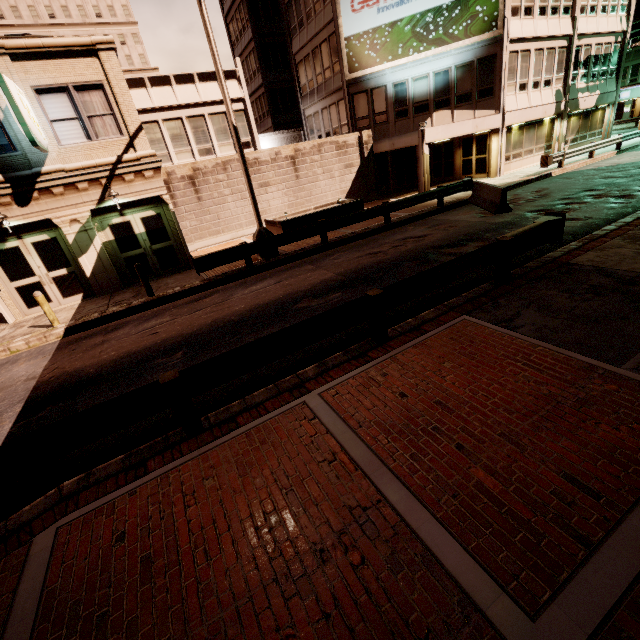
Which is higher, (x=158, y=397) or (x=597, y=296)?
(x=158, y=397)

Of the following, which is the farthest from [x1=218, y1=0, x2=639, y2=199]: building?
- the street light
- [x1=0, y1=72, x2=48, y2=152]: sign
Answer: the street light

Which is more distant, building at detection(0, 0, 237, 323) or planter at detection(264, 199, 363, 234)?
planter at detection(264, 199, 363, 234)

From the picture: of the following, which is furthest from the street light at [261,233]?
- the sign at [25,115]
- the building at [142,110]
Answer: the sign at [25,115]

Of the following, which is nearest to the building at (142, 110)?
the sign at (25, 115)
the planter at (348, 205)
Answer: the sign at (25, 115)

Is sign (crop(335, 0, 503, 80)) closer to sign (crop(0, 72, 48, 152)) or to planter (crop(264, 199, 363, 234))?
Result: planter (crop(264, 199, 363, 234))

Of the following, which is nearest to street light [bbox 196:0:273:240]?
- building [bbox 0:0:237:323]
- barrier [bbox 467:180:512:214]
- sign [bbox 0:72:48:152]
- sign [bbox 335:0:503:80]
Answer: building [bbox 0:0:237:323]

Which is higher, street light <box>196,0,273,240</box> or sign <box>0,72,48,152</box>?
sign <box>0,72,48,152</box>
